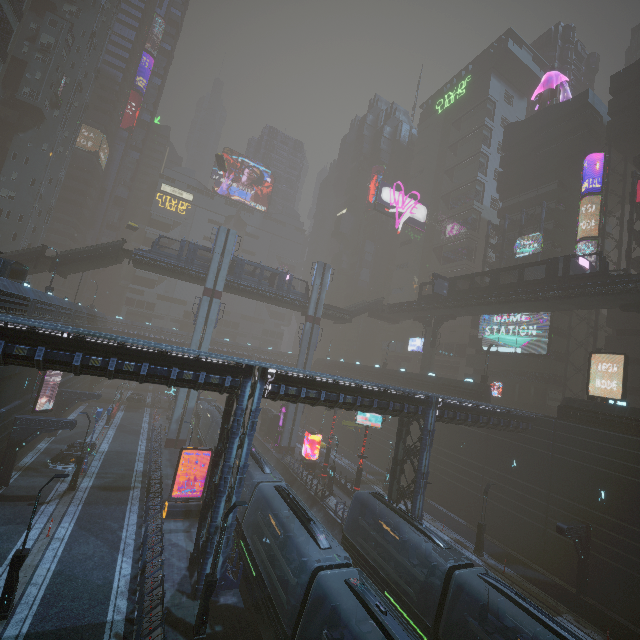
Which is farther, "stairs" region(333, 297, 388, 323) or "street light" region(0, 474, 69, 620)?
"stairs" region(333, 297, 388, 323)

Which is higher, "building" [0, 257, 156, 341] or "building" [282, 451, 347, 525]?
"building" [0, 257, 156, 341]

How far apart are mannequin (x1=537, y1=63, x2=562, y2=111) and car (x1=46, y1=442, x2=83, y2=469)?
73.77m

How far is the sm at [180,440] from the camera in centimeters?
3675cm

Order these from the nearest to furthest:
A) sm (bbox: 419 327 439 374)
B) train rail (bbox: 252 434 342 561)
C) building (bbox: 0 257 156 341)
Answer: building (bbox: 0 257 156 341)
train rail (bbox: 252 434 342 561)
sm (bbox: 419 327 439 374)

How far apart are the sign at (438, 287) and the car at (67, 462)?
40.51m

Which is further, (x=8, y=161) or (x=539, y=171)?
(x=8, y=161)

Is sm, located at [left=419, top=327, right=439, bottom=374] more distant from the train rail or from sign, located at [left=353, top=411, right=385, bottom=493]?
the train rail
